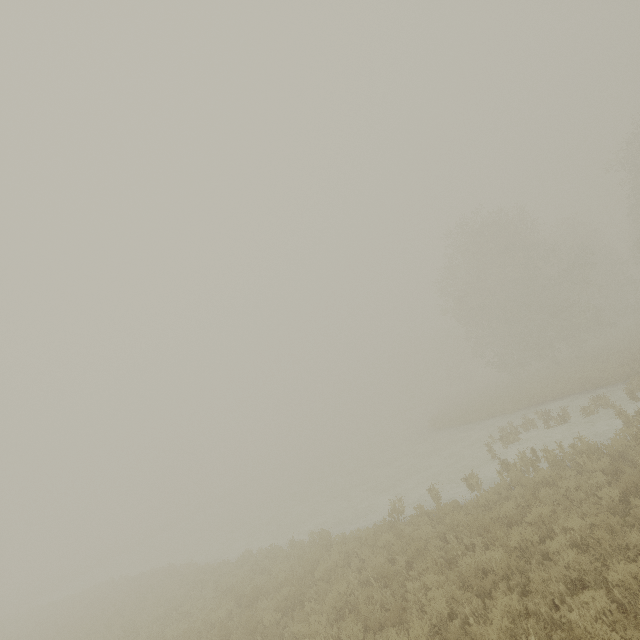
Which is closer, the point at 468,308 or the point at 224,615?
the point at 224,615
